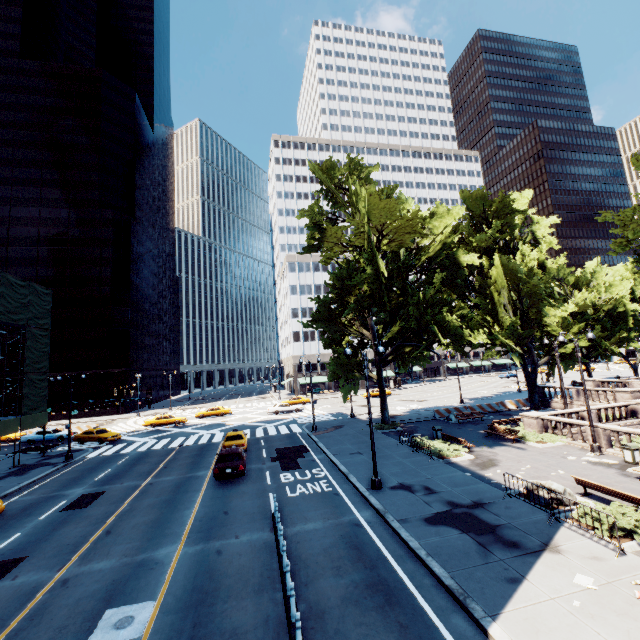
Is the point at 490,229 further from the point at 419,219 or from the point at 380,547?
the point at 380,547

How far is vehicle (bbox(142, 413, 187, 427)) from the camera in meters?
42.0 m

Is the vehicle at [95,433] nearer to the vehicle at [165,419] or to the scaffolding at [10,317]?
the scaffolding at [10,317]

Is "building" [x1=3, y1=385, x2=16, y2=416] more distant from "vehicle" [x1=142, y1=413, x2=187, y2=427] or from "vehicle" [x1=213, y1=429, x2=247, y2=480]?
"vehicle" [x1=213, y1=429, x2=247, y2=480]

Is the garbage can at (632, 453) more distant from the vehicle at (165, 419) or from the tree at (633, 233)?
the vehicle at (165, 419)

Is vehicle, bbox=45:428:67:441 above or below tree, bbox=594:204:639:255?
below

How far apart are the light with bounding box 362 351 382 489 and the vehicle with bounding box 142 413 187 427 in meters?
34.0

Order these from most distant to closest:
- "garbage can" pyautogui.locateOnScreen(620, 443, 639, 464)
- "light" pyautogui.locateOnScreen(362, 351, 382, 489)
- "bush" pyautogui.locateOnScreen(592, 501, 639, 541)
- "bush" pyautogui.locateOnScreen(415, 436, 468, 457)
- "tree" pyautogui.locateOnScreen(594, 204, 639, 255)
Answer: "bush" pyautogui.locateOnScreen(415, 436, 468, 457)
"tree" pyautogui.locateOnScreen(594, 204, 639, 255)
"garbage can" pyautogui.locateOnScreen(620, 443, 639, 464)
"light" pyautogui.locateOnScreen(362, 351, 382, 489)
"bush" pyautogui.locateOnScreen(592, 501, 639, 541)
